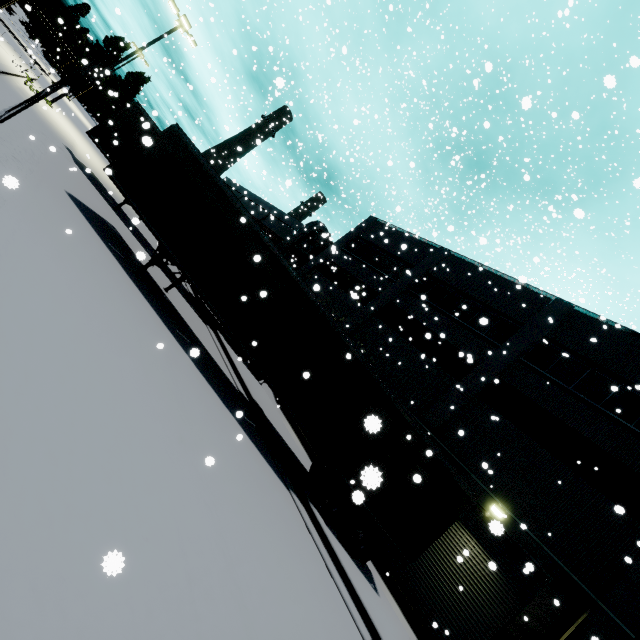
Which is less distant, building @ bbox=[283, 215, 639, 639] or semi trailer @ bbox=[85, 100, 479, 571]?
semi trailer @ bbox=[85, 100, 479, 571]

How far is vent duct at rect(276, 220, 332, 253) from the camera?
28.39m

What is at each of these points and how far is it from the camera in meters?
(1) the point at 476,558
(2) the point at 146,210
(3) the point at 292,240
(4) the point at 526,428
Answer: (1) roll-up door, 12.2
(2) semi trailer, 10.2
(3) vent duct, 28.5
(4) building, 14.0

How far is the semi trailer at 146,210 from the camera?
9.2 meters

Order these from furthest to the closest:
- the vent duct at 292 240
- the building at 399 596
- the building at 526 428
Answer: A: the vent duct at 292 240 < the building at 399 596 < the building at 526 428

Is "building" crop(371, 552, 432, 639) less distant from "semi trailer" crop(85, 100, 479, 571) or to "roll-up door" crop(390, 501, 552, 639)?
"roll-up door" crop(390, 501, 552, 639)

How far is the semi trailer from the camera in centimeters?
924cm
